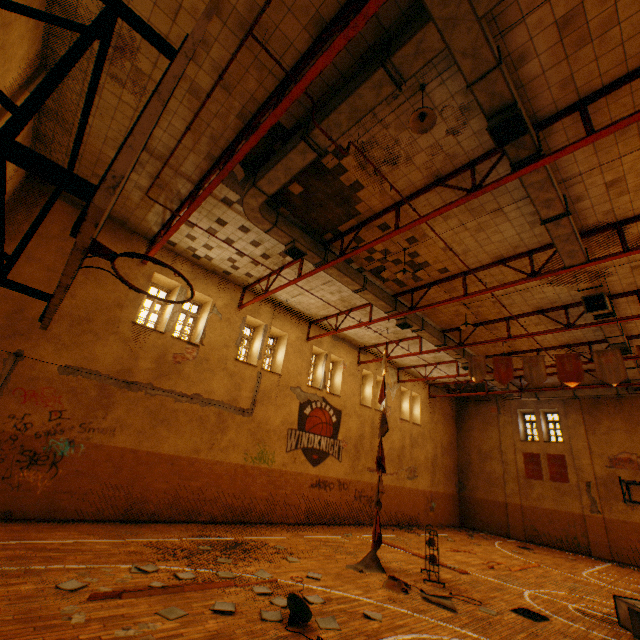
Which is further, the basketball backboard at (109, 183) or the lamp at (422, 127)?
the lamp at (422, 127)

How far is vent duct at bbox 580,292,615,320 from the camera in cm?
984

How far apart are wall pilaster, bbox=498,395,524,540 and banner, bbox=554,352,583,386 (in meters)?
13.04

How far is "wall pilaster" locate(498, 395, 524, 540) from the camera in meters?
20.0 m

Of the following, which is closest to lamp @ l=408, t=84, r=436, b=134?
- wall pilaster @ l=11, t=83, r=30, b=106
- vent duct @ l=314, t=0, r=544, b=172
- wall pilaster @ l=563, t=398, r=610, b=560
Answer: vent duct @ l=314, t=0, r=544, b=172

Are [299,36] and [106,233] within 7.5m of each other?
no

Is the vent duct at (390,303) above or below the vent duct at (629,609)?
above

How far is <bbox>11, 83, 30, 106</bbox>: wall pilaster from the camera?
6.3m
